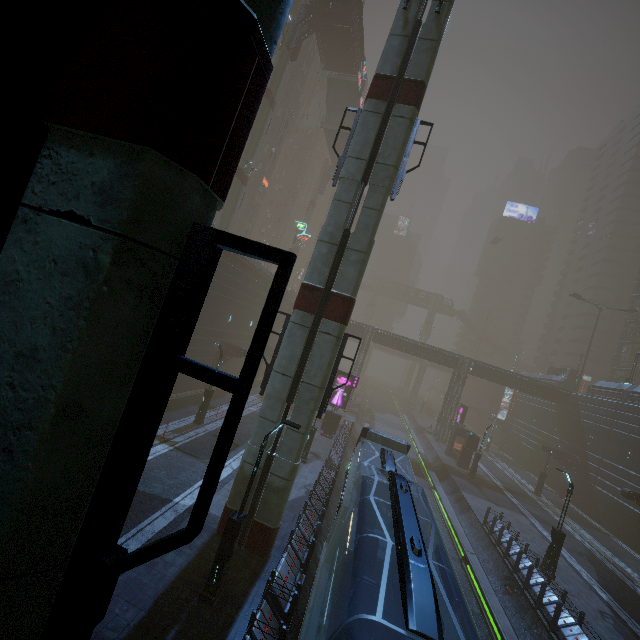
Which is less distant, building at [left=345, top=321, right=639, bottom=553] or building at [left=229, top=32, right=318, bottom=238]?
building at [left=345, top=321, right=639, bottom=553]

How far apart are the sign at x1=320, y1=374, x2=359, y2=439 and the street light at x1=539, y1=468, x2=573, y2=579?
14.8m

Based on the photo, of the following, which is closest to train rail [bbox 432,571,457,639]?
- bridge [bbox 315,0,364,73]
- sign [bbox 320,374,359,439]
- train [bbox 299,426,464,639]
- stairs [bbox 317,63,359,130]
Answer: train [bbox 299,426,464,639]

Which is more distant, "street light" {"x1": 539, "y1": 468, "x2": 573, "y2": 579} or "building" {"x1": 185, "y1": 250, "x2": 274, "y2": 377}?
"building" {"x1": 185, "y1": 250, "x2": 274, "y2": 377}

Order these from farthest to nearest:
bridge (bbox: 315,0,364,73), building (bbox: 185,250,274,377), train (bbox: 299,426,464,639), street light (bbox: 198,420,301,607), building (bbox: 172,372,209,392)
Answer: bridge (bbox: 315,0,364,73)
building (bbox: 185,250,274,377)
building (bbox: 172,372,209,392)
street light (bbox: 198,420,301,607)
train (bbox: 299,426,464,639)

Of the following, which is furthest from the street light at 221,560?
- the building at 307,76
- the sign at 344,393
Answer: the sign at 344,393

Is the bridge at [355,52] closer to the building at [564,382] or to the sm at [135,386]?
the sm at [135,386]

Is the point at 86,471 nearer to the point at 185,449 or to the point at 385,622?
the point at 385,622
